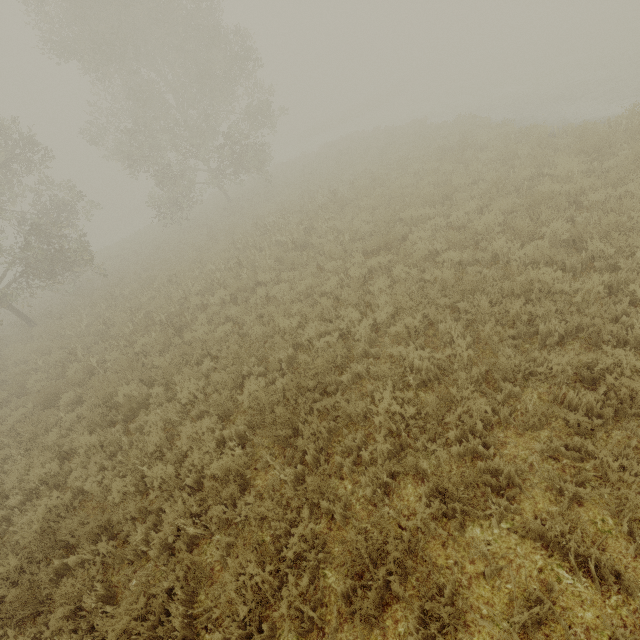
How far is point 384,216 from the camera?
9.9m
